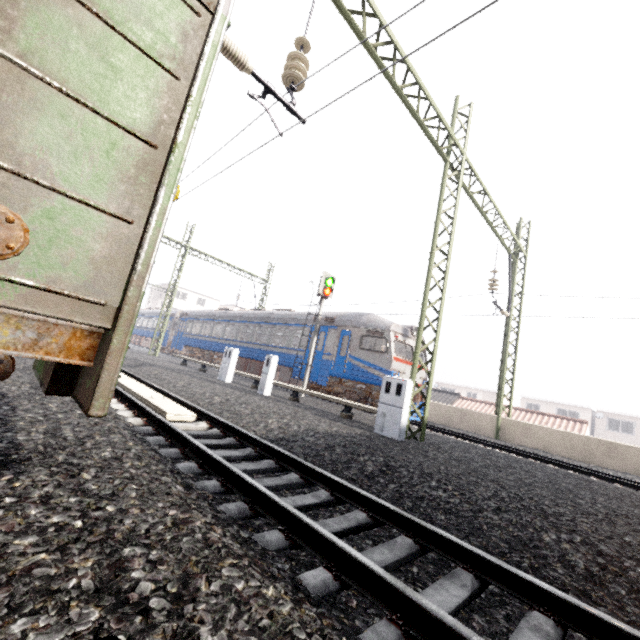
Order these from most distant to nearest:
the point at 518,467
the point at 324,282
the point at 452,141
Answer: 1. the point at 324,282
2. the point at 452,141
3. the point at 518,467

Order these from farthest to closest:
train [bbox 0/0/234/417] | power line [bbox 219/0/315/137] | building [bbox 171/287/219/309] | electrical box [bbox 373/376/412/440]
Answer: building [bbox 171/287/219/309]
electrical box [bbox 373/376/412/440]
power line [bbox 219/0/315/137]
train [bbox 0/0/234/417]

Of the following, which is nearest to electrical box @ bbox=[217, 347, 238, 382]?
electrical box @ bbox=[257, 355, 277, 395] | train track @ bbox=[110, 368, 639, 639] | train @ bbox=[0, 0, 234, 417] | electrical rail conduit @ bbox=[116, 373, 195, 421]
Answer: electrical box @ bbox=[257, 355, 277, 395]

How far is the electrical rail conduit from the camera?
5.4m

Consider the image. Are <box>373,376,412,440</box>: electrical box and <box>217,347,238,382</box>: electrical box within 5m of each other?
no

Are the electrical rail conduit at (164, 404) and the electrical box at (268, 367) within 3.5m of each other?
no

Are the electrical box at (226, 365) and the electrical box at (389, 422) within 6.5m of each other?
no

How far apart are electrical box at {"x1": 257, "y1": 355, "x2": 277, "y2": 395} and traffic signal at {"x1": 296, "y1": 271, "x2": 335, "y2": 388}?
2.9 meters
